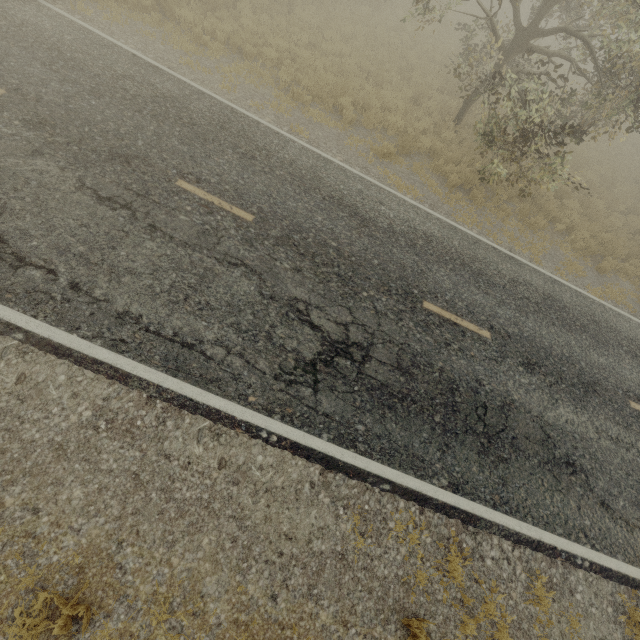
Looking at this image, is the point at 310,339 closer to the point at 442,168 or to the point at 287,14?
the point at 442,168
